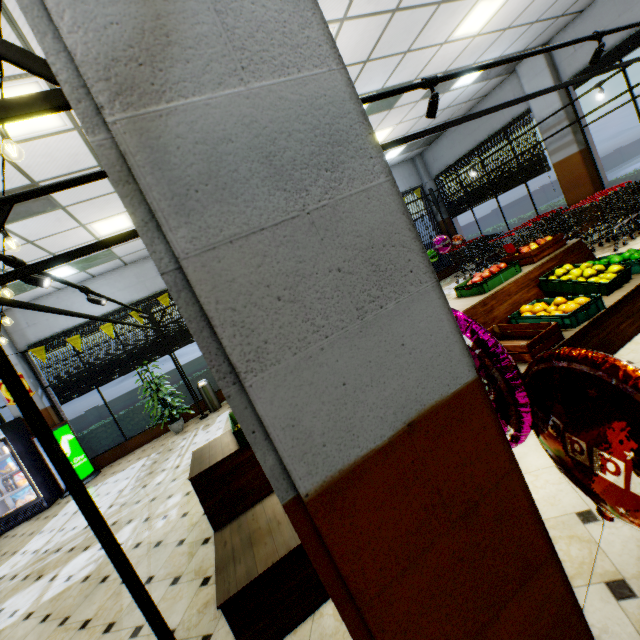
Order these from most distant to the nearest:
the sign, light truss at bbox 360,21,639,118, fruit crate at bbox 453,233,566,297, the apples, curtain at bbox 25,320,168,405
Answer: curtain at bbox 25,320,168,405, the sign, fruit crate at bbox 453,233,566,297, the apples, light truss at bbox 360,21,639,118

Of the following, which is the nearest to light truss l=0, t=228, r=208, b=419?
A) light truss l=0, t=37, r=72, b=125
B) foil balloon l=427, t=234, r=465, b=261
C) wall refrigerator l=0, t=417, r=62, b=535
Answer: foil balloon l=427, t=234, r=465, b=261

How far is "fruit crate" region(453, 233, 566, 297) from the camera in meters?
4.2

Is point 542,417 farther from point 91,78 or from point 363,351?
point 91,78

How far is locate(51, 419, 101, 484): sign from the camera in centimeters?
819cm

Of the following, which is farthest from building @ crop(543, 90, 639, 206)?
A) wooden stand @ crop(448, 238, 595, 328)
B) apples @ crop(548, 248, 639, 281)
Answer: apples @ crop(548, 248, 639, 281)

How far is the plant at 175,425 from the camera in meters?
8.5

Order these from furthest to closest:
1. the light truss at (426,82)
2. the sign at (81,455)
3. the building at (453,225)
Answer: the building at (453,225) → the sign at (81,455) → the light truss at (426,82)
